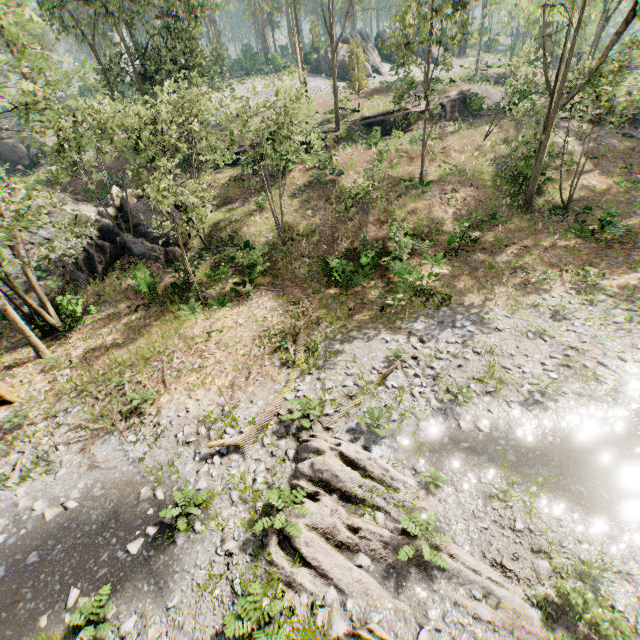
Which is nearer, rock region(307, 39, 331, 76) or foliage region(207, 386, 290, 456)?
foliage region(207, 386, 290, 456)

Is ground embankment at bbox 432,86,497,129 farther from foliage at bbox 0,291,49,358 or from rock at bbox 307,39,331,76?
rock at bbox 307,39,331,76

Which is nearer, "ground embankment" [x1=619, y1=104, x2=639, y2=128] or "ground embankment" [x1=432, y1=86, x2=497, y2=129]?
"ground embankment" [x1=619, y1=104, x2=639, y2=128]

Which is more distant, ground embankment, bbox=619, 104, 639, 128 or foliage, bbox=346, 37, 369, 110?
foliage, bbox=346, 37, 369, 110

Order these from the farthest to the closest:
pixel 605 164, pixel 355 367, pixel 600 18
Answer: pixel 600 18
pixel 605 164
pixel 355 367

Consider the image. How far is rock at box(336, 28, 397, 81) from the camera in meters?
48.9

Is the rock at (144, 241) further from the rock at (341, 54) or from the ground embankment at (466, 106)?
the rock at (341, 54)

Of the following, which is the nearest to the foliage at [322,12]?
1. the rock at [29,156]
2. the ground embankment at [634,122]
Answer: the ground embankment at [634,122]
